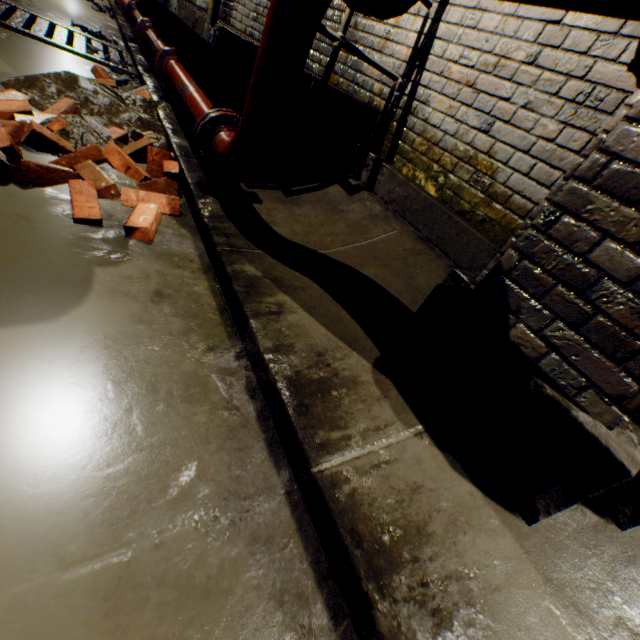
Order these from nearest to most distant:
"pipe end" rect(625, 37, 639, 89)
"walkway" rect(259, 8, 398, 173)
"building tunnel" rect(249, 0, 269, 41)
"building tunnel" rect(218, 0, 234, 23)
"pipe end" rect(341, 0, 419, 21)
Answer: "pipe end" rect(625, 37, 639, 89) → "pipe end" rect(341, 0, 419, 21) → "walkway" rect(259, 8, 398, 173) → "building tunnel" rect(249, 0, 269, 41) → "building tunnel" rect(218, 0, 234, 23)

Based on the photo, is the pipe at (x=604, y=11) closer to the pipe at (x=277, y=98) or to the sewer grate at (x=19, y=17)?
the pipe at (x=277, y=98)

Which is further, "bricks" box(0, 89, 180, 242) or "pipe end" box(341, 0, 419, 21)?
"bricks" box(0, 89, 180, 242)

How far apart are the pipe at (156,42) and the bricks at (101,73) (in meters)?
0.54

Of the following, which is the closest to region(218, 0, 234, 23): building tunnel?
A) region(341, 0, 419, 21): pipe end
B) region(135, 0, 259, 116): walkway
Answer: region(135, 0, 259, 116): walkway

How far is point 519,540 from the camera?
1.07m

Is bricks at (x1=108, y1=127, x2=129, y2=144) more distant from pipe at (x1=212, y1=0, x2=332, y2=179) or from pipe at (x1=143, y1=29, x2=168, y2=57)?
pipe at (x1=143, y1=29, x2=168, y2=57)

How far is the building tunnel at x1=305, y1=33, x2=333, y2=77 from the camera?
3.32m
